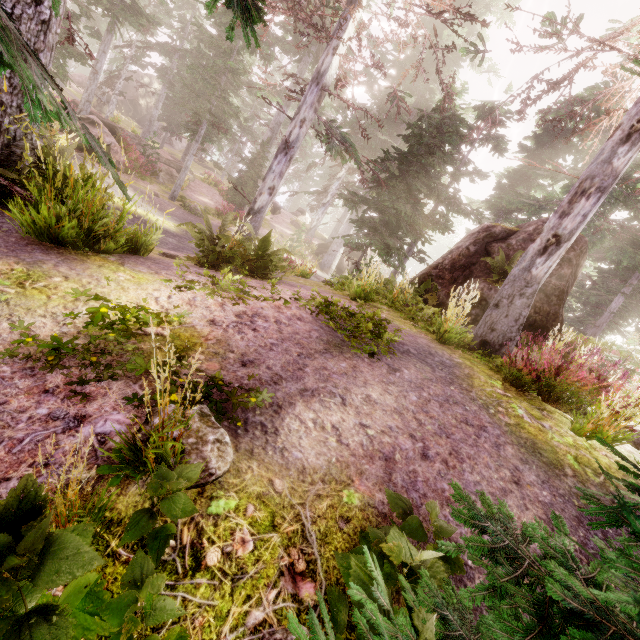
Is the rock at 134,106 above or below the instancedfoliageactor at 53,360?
above

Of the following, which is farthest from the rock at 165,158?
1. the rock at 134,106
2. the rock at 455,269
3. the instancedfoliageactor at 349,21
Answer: the rock at 134,106

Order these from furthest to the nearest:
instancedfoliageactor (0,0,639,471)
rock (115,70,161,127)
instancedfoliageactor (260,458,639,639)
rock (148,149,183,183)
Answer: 1. rock (115,70,161,127)
2. rock (148,149,183,183)
3. instancedfoliageactor (0,0,639,471)
4. instancedfoliageactor (260,458,639,639)

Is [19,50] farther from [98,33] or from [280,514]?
[98,33]

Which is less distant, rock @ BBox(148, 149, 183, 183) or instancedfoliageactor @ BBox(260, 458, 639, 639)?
instancedfoliageactor @ BBox(260, 458, 639, 639)

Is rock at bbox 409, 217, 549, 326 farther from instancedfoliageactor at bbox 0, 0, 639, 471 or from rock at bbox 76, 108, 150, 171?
rock at bbox 76, 108, 150, 171

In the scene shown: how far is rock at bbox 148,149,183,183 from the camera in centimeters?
2195cm
